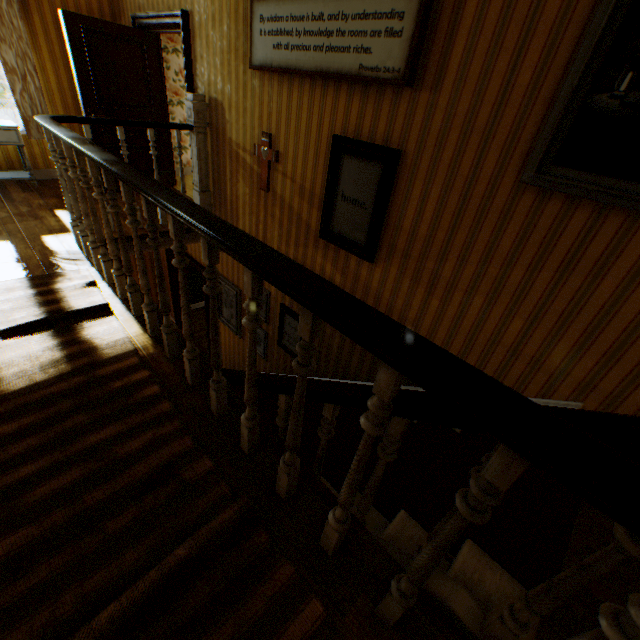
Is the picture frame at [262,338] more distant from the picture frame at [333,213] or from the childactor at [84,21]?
the childactor at [84,21]

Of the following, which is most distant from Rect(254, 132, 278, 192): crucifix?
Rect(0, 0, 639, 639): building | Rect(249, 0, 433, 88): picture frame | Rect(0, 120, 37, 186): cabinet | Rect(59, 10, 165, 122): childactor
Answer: Rect(0, 120, 37, 186): cabinet

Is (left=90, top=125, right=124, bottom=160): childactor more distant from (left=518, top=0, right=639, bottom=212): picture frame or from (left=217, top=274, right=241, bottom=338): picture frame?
(left=518, top=0, right=639, bottom=212): picture frame

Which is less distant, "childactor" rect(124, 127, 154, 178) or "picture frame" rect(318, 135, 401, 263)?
"picture frame" rect(318, 135, 401, 263)

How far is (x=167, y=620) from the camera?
1.2m

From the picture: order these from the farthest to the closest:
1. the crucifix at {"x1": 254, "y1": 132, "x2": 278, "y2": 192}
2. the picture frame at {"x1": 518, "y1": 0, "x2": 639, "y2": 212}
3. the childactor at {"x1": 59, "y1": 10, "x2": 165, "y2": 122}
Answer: the childactor at {"x1": 59, "y1": 10, "x2": 165, "y2": 122} < the crucifix at {"x1": 254, "y1": 132, "x2": 278, "y2": 192} < the picture frame at {"x1": 518, "y1": 0, "x2": 639, "y2": 212}

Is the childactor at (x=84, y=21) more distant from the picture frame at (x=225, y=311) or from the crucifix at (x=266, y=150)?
the crucifix at (x=266, y=150)
